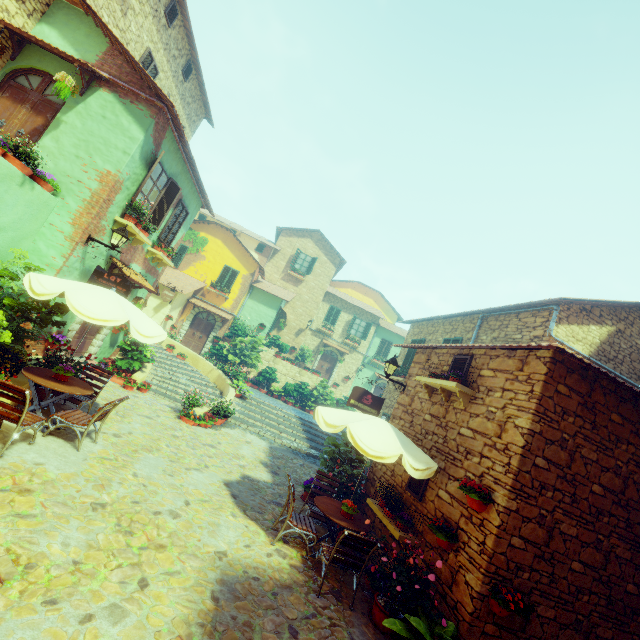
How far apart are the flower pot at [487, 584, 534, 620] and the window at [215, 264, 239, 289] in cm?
2022

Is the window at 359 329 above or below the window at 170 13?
below

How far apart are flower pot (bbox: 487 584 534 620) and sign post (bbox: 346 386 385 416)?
4.26m

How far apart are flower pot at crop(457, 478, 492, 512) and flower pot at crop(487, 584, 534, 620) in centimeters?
93cm

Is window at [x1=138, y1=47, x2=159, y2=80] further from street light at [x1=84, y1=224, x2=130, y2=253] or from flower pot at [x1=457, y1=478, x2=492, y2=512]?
flower pot at [x1=457, y1=478, x2=492, y2=512]

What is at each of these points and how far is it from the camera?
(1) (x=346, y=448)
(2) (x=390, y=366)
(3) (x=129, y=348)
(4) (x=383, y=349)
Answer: (1) potted tree, 8.56m
(2) street light, 8.89m
(3) flower pot, 11.39m
(4) window, 28.56m

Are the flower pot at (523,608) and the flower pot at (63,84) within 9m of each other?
no

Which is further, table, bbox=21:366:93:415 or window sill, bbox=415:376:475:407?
window sill, bbox=415:376:475:407
